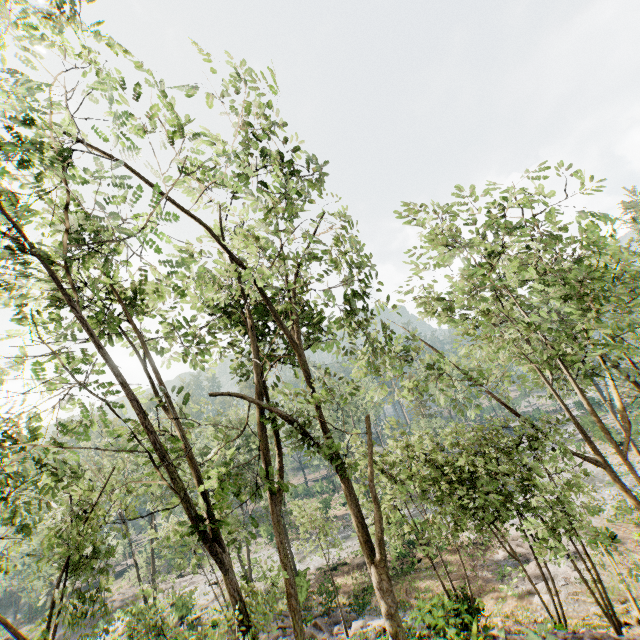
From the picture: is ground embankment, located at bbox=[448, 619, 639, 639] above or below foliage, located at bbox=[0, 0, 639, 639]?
below

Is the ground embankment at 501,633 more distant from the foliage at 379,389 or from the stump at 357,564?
the stump at 357,564

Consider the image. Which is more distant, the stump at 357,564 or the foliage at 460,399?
the stump at 357,564

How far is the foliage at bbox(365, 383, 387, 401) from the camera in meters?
15.8 m

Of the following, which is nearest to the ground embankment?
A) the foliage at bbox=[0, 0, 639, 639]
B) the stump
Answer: the foliage at bbox=[0, 0, 639, 639]

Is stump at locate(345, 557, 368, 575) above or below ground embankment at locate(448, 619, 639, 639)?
below

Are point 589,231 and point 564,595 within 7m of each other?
no
